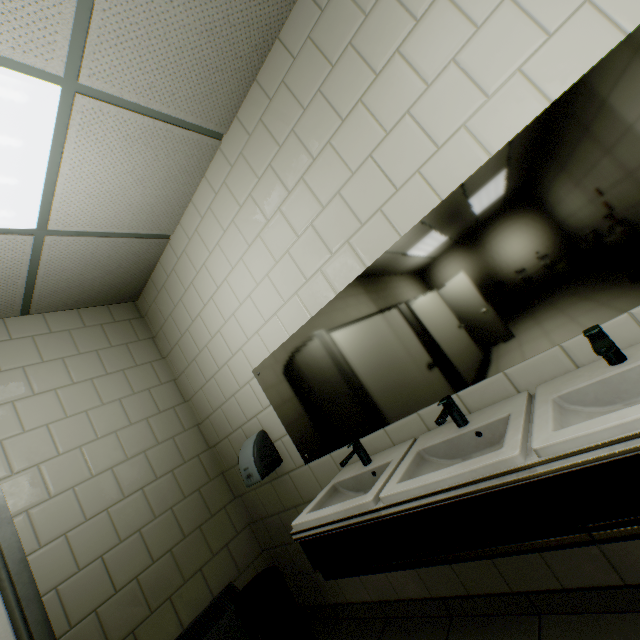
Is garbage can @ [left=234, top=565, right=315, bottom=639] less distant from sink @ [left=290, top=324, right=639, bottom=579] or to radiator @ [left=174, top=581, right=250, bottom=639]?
radiator @ [left=174, top=581, right=250, bottom=639]

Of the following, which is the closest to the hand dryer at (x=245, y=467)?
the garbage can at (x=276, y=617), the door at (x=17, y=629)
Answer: the garbage can at (x=276, y=617)

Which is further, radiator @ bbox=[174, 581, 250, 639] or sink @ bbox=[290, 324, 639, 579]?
radiator @ bbox=[174, 581, 250, 639]

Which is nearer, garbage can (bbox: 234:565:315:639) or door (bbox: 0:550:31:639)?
door (bbox: 0:550:31:639)

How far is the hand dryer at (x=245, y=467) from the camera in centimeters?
234cm

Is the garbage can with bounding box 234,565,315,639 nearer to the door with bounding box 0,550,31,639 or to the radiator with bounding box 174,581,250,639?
the radiator with bounding box 174,581,250,639

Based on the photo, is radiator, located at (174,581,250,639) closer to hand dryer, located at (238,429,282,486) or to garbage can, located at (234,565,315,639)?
garbage can, located at (234,565,315,639)

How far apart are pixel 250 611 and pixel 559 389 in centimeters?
239cm
